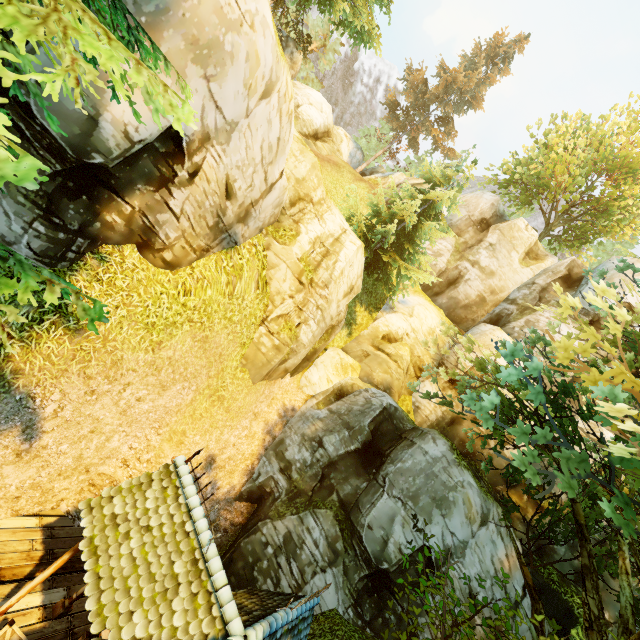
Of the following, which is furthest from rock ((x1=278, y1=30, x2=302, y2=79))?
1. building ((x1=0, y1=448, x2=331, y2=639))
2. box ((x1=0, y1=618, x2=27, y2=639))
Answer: box ((x1=0, y1=618, x2=27, y2=639))

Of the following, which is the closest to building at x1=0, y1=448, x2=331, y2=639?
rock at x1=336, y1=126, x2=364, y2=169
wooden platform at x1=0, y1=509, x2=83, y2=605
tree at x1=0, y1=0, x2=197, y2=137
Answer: wooden platform at x1=0, y1=509, x2=83, y2=605

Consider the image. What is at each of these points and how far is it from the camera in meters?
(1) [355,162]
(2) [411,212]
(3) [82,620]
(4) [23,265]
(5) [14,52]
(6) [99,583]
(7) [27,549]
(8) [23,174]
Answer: (1) rock, 34.6
(2) tree, 19.3
(3) wooden platform, 7.9
(4) tree, 3.5
(5) tree, 2.6
(6) building, 5.6
(7) wooden platform, 8.0
(8) tree, 1.6

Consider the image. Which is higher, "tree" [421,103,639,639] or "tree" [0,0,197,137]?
"tree" [421,103,639,639]

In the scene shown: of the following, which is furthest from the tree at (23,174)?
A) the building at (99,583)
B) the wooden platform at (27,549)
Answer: the wooden platform at (27,549)

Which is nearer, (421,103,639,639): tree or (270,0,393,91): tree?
(421,103,639,639): tree

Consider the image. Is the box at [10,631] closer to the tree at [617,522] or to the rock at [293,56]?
the tree at [617,522]
